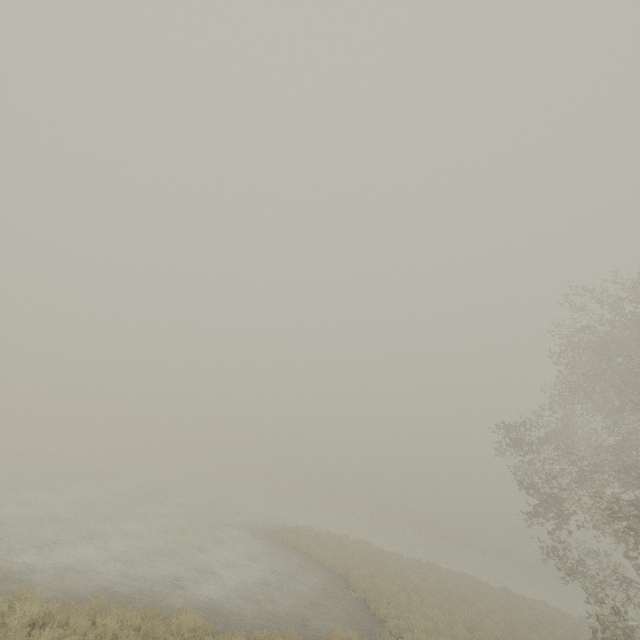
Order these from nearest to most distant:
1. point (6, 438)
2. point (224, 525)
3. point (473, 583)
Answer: point (224, 525), point (473, 583), point (6, 438)
